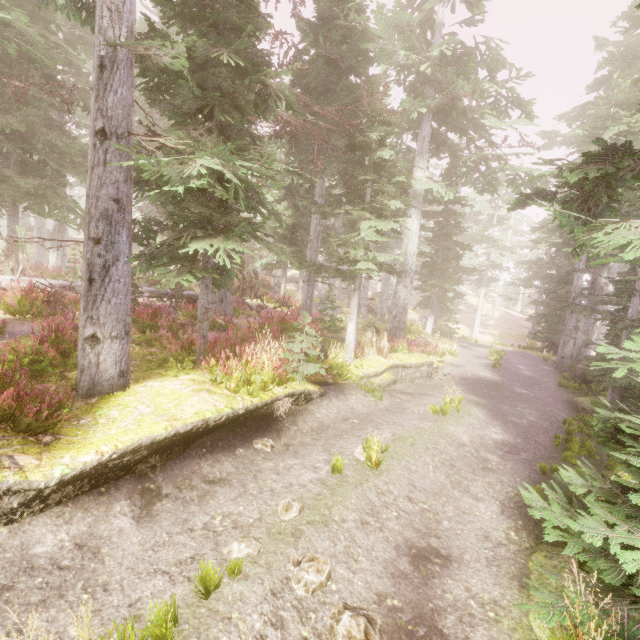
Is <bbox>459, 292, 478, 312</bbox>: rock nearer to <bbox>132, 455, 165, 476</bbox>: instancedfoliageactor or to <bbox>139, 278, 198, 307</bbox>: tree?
<bbox>132, 455, 165, 476</bbox>: instancedfoliageactor

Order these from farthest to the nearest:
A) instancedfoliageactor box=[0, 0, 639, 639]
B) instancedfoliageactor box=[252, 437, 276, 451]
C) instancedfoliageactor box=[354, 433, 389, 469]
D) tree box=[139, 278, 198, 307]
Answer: tree box=[139, 278, 198, 307] → instancedfoliageactor box=[252, 437, 276, 451] → instancedfoliageactor box=[354, 433, 389, 469] → instancedfoliageactor box=[0, 0, 639, 639]

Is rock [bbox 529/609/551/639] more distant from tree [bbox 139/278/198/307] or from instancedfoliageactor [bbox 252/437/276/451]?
tree [bbox 139/278/198/307]

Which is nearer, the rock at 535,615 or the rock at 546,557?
the rock at 535,615

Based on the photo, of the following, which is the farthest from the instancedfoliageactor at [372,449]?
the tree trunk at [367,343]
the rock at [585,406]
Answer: the tree trunk at [367,343]

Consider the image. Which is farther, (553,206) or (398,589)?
(553,206)

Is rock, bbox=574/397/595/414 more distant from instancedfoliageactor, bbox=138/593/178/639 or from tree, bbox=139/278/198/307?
tree, bbox=139/278/198/307

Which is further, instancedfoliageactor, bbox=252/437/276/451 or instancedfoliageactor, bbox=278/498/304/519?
instancedfoliageactor, bbox=252/437/276/451
